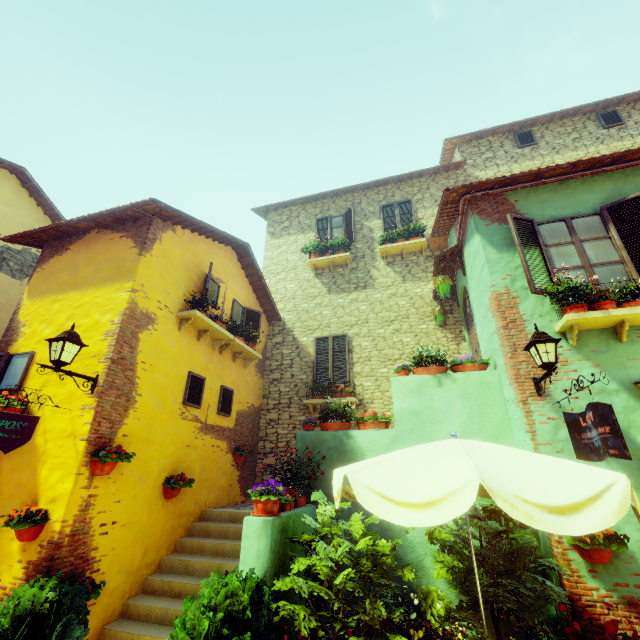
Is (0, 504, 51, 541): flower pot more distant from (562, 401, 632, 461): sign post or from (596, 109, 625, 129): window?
(596, 109, 625, 129): window

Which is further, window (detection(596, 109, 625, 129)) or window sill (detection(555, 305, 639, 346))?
window (detection(596, 109, 625, 129))

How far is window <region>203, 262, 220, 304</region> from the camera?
7.30m

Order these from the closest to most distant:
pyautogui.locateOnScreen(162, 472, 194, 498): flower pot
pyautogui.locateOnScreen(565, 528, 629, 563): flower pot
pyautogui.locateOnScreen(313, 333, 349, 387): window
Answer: pyautogui.locateOnScreen(565, 528, 629, 563): flower pot
pyautogui.locateOnScreen(162, 472, 194, 498): flower pot
pyautogui.locateOnScreen(313, 333, 349, 387): window

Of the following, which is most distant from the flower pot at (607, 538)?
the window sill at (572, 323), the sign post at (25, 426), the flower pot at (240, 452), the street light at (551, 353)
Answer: the sign post at (25, 426)

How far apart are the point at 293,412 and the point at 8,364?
6.5m

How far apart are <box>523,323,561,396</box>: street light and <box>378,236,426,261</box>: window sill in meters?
6.1

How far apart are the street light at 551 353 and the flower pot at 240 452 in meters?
6.6
